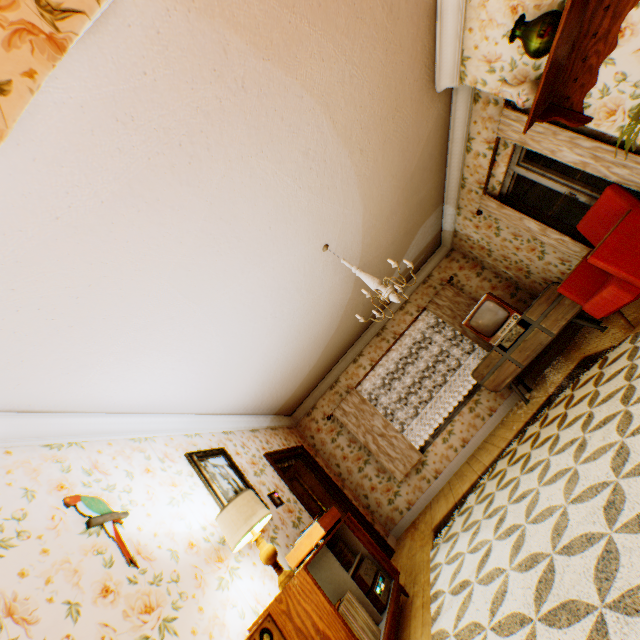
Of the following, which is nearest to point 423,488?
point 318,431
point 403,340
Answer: point 318,431

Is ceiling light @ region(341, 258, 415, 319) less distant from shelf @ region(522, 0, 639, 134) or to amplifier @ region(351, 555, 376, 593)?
shelf @ region(522, 0, 639, 134)

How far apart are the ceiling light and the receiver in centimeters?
259cm

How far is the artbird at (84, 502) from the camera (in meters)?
2.28

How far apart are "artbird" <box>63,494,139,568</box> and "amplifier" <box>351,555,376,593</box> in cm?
197

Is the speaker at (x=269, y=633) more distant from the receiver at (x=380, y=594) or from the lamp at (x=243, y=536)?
the receiver at (x=380, y=594)

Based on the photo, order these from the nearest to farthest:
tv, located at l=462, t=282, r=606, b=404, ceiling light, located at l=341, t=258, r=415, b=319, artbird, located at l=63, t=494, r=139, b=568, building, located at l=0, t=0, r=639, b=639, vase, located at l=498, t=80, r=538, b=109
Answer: building, located at l=0, t=0, r=639, b=639 < artbird, located at l=63, t=494, r=139, b=568 < vase, located at l=498, t=80, r=538, b=109 < ceiling light, located at l=341, t=258, r=415, b=319 < tv, located at l=462, t=282, r=606, b=404

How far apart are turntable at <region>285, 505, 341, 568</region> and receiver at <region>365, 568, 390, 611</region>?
0.6m
